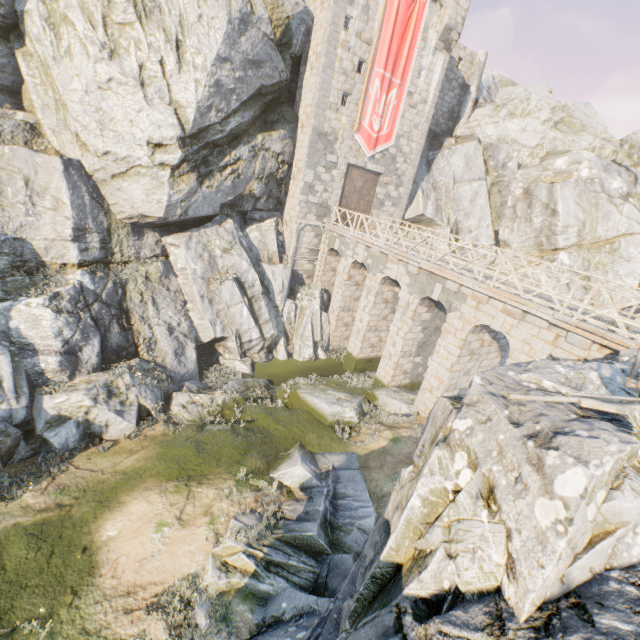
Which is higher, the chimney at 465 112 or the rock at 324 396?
the chimney at 465 112

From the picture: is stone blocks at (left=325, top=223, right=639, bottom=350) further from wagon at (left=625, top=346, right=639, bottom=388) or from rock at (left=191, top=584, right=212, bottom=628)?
wagon at (left=625, top=346, right=639, bottom=388)

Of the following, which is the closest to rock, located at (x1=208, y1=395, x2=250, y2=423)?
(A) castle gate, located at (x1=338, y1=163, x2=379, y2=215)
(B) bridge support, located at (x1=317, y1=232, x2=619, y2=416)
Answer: (B) bridge support, located at (x1=317, y1=232, x2=619, y2=416)

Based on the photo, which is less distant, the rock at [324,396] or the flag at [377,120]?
Answer: the rock at [324,396]

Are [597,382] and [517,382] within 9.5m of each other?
yes

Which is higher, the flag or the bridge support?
the flag

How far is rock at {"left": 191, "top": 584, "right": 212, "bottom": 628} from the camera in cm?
737
